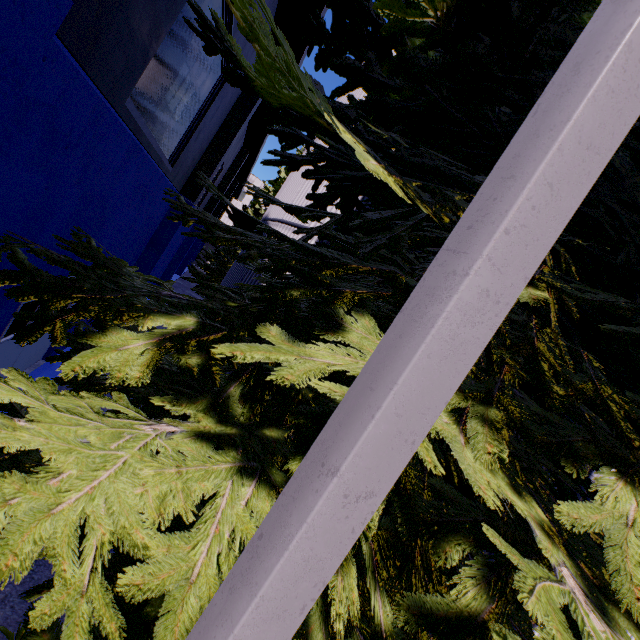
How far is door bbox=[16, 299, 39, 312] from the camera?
4.74m

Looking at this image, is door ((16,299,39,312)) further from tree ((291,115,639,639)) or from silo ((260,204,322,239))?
silo ((260,204,322,239))

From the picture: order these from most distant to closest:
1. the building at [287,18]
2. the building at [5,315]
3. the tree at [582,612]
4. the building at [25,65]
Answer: the building at [287,18] < the building at [5,315] < the building at [25,65] < the tree at [582,612]

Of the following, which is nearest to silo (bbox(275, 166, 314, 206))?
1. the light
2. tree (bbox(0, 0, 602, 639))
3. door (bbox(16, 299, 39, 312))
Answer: tree (bbox(0, 0, 602, 639))

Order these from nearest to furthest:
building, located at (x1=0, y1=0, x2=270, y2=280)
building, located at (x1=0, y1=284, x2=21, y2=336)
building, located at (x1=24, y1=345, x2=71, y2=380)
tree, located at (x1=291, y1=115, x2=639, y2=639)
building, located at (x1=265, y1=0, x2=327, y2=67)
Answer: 1. tree, located at (x1=291, y1=115, x2=639, y2=639)
2. building, located at (x1=0, y1=0, x2=270, y2=280)
3. building, located at (x1=0, y1=284, x2=21, y2=336)
4. building, located at (x1=24, y1=345, x2=71, y2=380)
5. building, located at (x1=265, y1=0, x2=327, y2=67)

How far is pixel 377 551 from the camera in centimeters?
206cm

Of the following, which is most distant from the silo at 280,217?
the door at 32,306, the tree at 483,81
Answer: the door at 32,306

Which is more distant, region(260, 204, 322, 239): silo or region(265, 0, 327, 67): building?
region(260, 204, 322, 239): silo
